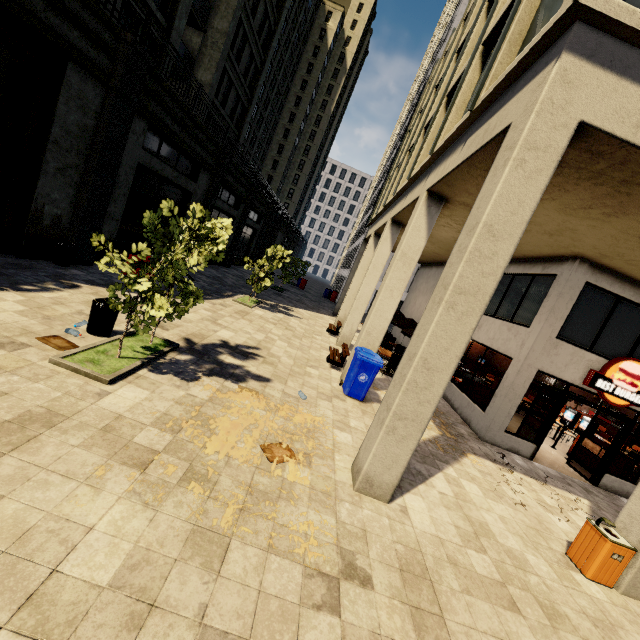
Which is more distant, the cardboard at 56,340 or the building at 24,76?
the building at 24,76

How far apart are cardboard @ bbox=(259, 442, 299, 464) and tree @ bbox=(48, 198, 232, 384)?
3.3m

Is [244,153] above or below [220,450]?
above

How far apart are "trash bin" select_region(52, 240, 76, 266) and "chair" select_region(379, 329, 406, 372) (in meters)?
11.65

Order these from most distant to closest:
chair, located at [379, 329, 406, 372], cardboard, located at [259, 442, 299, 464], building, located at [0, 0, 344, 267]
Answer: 1. chair, located at [379, 329, 406, 372]
2. building, located at [0, 0, 344, 267]
3. cardboard, located at [259, 442, 299, 464]

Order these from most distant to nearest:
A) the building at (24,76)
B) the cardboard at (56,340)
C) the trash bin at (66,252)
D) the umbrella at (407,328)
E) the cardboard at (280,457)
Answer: the umbrella at (407,328) < the trash bin at (66,252) < the building at (24,76) < the cardboard at (56,340) < the cardboard at (280,457)

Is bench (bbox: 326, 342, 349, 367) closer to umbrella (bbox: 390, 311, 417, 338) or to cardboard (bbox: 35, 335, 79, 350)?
umbrella (bbox: 390, 311, 417, 338)

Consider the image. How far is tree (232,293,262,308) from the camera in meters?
14.9
